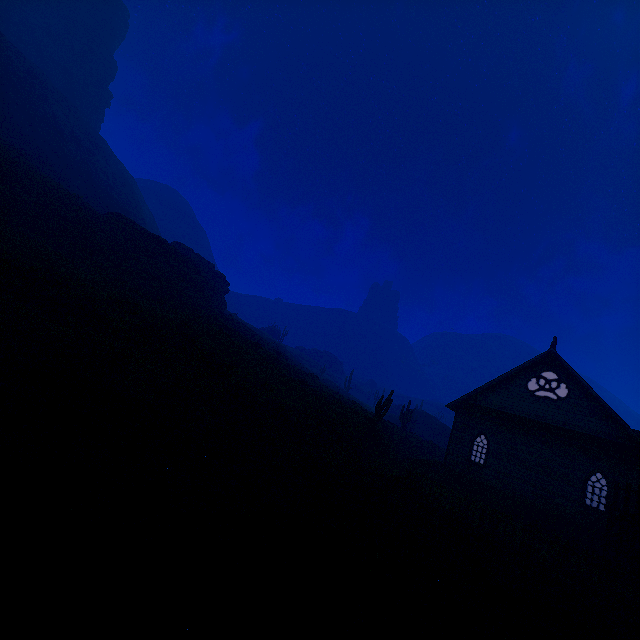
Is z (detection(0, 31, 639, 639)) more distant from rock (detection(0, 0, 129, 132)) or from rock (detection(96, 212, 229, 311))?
rock (detection(0, 0, 129, 132))

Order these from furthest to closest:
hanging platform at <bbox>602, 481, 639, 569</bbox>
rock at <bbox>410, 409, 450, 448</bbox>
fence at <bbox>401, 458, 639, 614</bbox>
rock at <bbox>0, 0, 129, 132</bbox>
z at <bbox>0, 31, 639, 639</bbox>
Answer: rock at <bbox>0, 0, 129, 132</bbox>
rock at <bbox>410, 409, 450, 448</bbox>
hanging platform at <bbox>602, 481, 639, 569</bbox>
fence at <bbox>401, 458, 639, 614</bbox>
z at <bbox>0, 31, 639, 639</bbox>

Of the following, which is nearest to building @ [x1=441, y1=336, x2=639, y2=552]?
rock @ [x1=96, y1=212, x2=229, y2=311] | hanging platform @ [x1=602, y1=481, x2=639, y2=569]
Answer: hanging platform @ [x1=602, y1=481, x2=639, y2=569]

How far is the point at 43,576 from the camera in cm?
328

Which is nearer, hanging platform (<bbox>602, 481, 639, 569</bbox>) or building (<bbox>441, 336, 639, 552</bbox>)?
hanging platform (<bbox>602, 481, 639, 569</bbox>)

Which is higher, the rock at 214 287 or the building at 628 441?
the rock at 214 287

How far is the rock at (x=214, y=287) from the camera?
32.2 meters

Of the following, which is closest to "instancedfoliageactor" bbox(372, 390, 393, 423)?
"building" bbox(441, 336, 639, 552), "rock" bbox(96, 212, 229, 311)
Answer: "building" bbox(441, 336, 639, 552)
